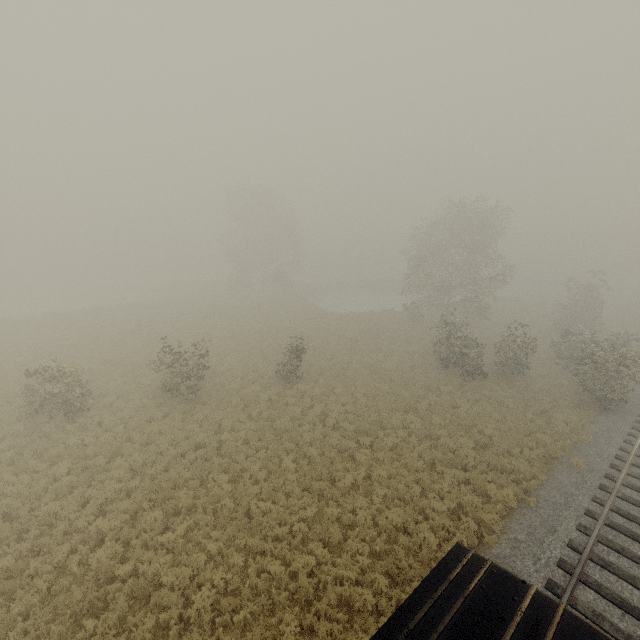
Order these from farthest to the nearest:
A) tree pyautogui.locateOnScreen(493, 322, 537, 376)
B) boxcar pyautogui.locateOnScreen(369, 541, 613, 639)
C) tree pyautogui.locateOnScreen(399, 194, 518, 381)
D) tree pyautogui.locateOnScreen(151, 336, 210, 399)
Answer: tree pyautogui.locateOnScreen(399, 194, 518, 381)
tree pyautogui.locateOnScreen(493, 322, 537, 376)
tree pyautogui.locateOnScreen(151, 336, 210, 399)
boxcar pyautogui.locateOnScreen(369, 541, 613, 639)

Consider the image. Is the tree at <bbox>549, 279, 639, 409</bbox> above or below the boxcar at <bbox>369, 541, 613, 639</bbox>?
below

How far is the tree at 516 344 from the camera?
22.3 meters

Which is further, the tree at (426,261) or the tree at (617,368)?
the tree at (426,261)

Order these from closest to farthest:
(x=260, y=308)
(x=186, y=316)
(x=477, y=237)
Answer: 1. (x=477, y=237)
2. (x=186, y=316)
3. (x=260, y=308)

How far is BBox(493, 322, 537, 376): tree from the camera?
22.3 meters
